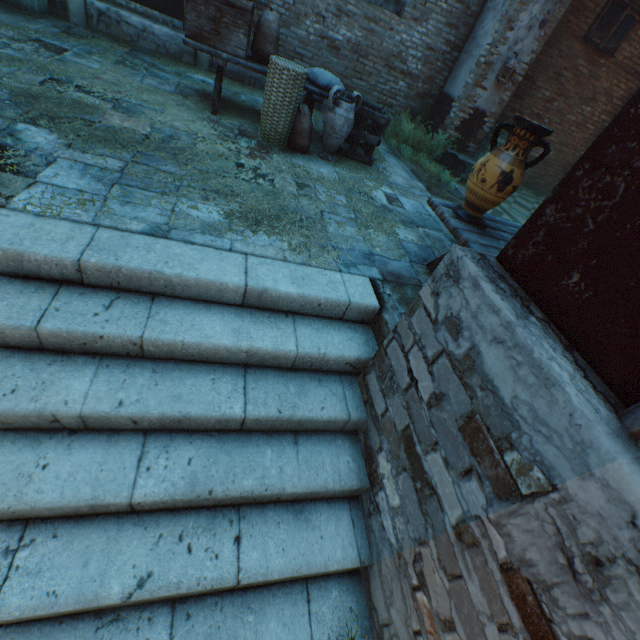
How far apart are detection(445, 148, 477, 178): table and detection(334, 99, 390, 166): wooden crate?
1.9 meters

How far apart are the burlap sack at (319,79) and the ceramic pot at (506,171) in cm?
303

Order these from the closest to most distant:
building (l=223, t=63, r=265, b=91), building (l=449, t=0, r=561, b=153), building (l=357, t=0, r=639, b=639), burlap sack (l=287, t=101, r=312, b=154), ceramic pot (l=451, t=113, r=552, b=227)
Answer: building (l=357, t=0, r=639, b=639) < ceramic pot (l=451, t=113, r=552, b=227) < burlap sack (l=287, t=101, r=312, b=154) < building (l=449, t=0, r=561, b=153) < building (l=223, t=63, r=265, b=91)

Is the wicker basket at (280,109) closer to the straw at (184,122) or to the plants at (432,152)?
the straw at (184,122)

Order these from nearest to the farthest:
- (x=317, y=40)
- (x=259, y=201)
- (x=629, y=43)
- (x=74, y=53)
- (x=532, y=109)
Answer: (x=259, y=201) < (x=74, y=53) < (x=317, y=40) < (x=629, y=43) < (x=532, y=109)

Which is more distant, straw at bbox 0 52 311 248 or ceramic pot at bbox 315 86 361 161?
ceramic pot at bbox 315 86 361 161

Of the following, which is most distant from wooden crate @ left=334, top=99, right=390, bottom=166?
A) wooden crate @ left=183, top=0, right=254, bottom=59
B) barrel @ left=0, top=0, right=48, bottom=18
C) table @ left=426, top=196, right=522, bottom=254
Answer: barrel @ left=0, top=0, right=48, bottom=18

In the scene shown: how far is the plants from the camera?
6.52m
